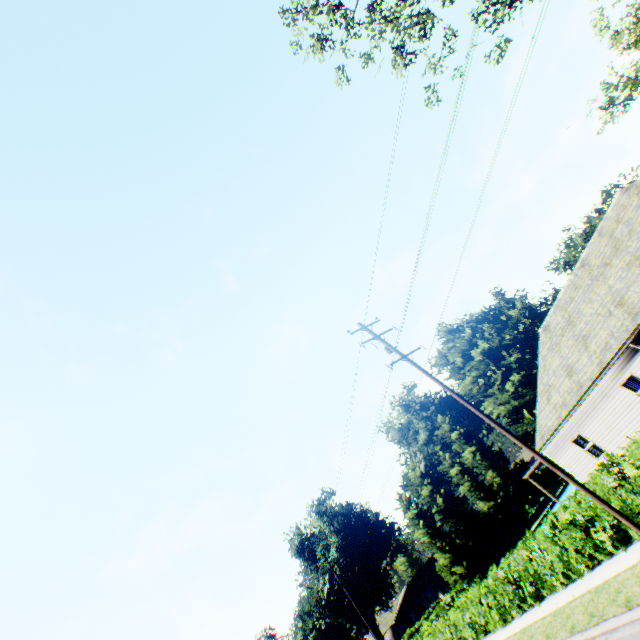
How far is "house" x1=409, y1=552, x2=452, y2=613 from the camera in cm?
4381

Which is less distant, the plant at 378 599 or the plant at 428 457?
the plant at 378 599

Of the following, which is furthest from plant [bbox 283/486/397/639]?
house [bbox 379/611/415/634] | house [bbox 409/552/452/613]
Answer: house [bbox 409/552/452/613]

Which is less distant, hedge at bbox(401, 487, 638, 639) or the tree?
hedge at bbox(401, 487, 638, 639)

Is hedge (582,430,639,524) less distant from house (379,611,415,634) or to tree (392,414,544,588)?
tree (392,414,544,588)

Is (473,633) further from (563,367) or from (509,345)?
(509,345)

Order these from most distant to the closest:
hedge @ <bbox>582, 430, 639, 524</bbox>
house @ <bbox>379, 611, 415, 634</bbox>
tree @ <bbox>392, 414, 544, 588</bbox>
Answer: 1. house @ <bbox>379, 611, 415, 634</bbox>
2. tree @ <bbox>392, 414, 544, 588</bbox>
3. hedge @ <bbox>582, 430, 639, 524</bbox>

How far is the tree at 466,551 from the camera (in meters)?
36.88
